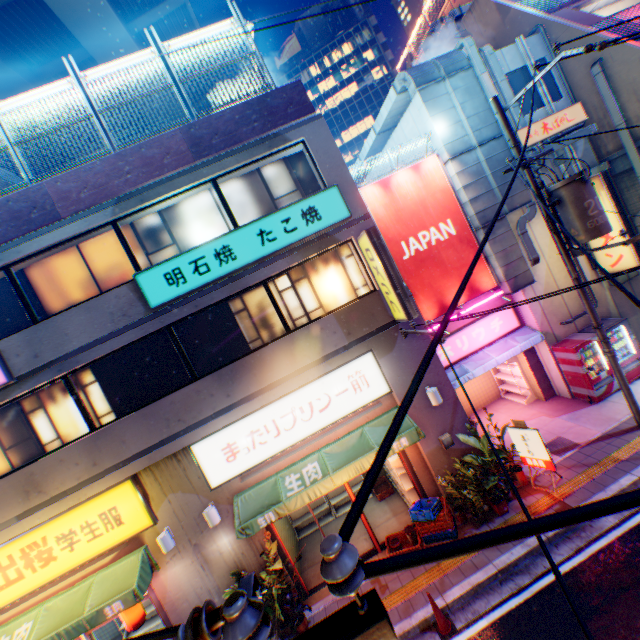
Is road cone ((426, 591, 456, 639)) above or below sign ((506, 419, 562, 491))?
below

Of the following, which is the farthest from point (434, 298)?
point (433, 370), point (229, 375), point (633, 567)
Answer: point (633, 567)

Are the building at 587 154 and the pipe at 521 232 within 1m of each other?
yes

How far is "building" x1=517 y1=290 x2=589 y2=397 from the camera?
11.6 meters

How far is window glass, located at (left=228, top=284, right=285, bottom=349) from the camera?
9.0 meters

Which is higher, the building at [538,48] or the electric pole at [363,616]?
the building at [538,48]

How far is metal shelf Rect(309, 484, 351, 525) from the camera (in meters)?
11.54

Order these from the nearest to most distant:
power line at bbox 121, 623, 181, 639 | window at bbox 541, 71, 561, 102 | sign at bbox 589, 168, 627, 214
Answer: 1. power line at bbox 121, 623, 181, 639
2. sign at bbox 589, 168, 627, 214
3. window at bbox 541, 71, 561, 102
